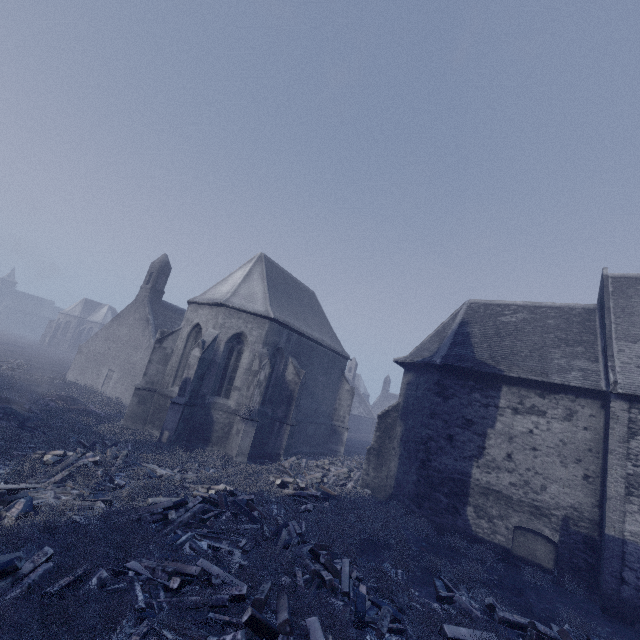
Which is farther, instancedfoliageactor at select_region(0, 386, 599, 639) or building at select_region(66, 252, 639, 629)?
building at select_region(66, 252, 639, 629)

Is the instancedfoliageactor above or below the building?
below

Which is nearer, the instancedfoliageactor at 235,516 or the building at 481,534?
the instancedfoliageactor at 235,516

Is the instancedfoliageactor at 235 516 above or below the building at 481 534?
below

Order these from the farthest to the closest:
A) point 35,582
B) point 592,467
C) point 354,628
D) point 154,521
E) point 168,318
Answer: point 168,318 → point 592,467 → point 154,521 → point 354,628 → point 35,582
